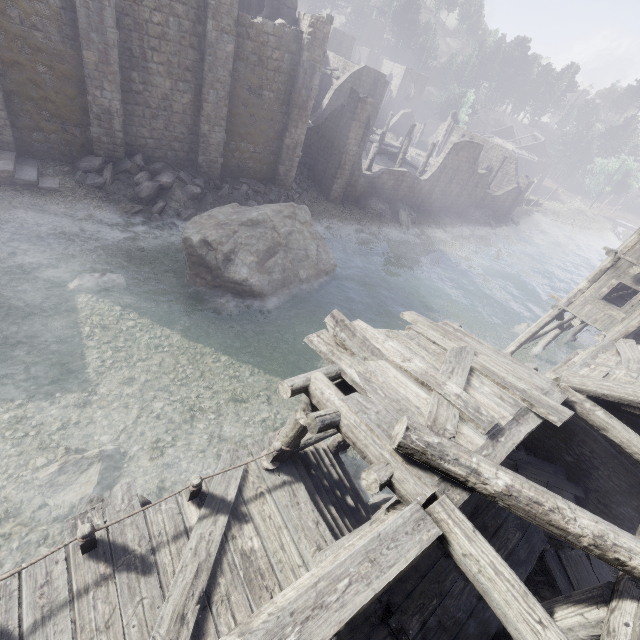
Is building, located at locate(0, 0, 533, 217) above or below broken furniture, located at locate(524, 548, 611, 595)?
above

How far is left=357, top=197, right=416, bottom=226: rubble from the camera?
27.2 meters

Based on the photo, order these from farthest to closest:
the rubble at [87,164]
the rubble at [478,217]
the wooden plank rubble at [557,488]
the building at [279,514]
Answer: the rubble at [478,217]
the rubble at [87,164]
the wooden plank rubble at [557,488]
the building at [279,514]

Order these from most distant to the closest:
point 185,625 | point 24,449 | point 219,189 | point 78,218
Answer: point 219,189 → point 78,218 → point 24,449 → point 185,625

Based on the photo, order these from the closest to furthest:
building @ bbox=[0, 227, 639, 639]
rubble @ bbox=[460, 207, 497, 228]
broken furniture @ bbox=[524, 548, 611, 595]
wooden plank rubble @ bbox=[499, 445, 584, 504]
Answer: building @ bbox=[0, 227, 639, 639] < broken furniture @ bbox=[524, 548, 611, 595] < wooden plank rubble @ bbox=[499, 445, 584, 504] < rubble @ bbox=[460, 207, 497, 228]

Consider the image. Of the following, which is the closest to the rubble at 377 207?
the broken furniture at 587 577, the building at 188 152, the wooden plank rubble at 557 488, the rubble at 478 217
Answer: the building at 188 152

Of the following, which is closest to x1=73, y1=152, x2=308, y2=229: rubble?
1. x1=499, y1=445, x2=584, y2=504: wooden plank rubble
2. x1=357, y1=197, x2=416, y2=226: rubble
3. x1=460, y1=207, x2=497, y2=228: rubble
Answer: x1=357, y1=197, x2=416, y2=226: rubble

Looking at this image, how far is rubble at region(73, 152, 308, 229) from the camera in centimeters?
1593cm
